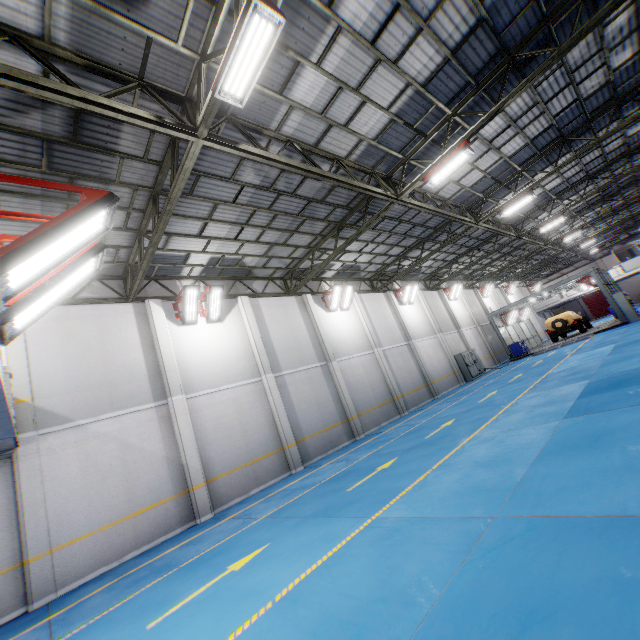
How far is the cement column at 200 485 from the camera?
10.4m

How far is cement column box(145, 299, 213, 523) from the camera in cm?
1041

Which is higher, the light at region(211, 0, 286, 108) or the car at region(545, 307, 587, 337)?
the light at region(211, 0, 286, 108)

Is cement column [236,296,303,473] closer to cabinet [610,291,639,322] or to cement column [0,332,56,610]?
cement column [0,332,56,610]

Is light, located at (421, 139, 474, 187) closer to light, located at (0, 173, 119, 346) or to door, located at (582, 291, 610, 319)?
light, located at (0, 173, 119, 346)

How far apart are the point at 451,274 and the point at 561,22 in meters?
22.0

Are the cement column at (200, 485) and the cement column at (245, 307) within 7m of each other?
yes

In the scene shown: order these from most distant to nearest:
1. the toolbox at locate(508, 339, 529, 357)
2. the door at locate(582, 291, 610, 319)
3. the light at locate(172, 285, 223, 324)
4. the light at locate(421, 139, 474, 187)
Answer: the door at locate(582, 291, 610, 319)
the toolbox at locate(508, 339, 529, 357)
the light at locate(172, 285, 223, 324)
the light at locate(421, 139, 474, 187)
